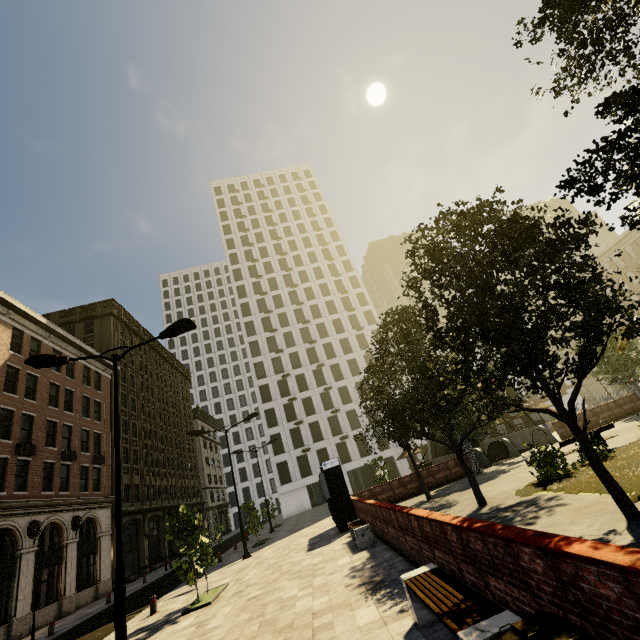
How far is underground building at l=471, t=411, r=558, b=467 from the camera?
22.1 meters

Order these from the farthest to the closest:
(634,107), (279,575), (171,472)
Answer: (171,472), (279,575), (634,107)

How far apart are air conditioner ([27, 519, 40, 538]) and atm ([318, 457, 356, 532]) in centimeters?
1799cm

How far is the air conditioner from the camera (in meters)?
19.64

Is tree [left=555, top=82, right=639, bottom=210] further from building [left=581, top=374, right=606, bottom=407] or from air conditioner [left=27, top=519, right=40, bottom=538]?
building [left=581, top=374, right=606, bottom=407]

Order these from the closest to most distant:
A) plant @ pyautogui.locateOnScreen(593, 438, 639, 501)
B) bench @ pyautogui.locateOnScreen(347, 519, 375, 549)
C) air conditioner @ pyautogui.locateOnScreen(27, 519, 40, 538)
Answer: plant @ pyautogui.locateOnScreen(593, 438, 639, 501)
bench @ pyautogui.locateOnScreen(347, 519, 375, 549)
air conditioner @ pyautogui.locateOnScreen(27, 519, 40, 538)

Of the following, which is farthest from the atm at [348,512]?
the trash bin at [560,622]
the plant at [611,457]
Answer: the trash bin at [560,622]

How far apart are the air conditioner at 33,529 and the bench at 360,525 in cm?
2026
